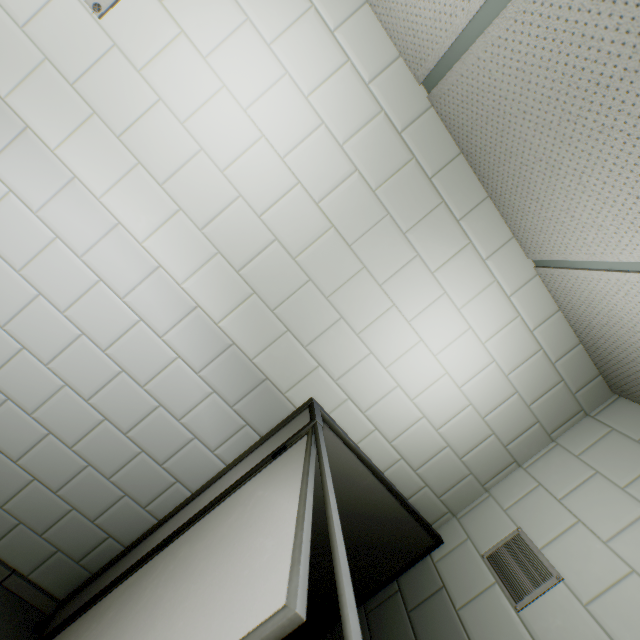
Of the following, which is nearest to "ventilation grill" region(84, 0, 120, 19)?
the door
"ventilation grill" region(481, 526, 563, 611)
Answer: the door

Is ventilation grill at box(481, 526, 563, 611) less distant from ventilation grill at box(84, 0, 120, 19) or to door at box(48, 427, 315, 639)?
door at box(48, 427, 315, 639)

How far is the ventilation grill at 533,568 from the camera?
1.4 meters

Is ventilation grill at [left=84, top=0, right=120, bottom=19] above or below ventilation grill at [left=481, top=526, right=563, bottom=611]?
above

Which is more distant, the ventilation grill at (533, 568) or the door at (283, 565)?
the ventilation grill at (533, 568)

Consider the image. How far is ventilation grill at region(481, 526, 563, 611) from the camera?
1.4 meters

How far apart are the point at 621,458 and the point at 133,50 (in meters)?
2.95

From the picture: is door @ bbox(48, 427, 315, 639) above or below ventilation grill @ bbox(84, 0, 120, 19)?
below
